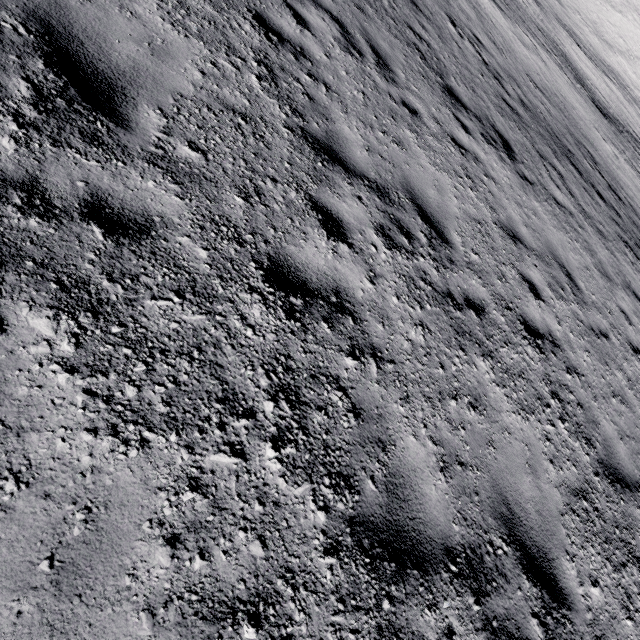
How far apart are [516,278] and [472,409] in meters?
3.0 m
